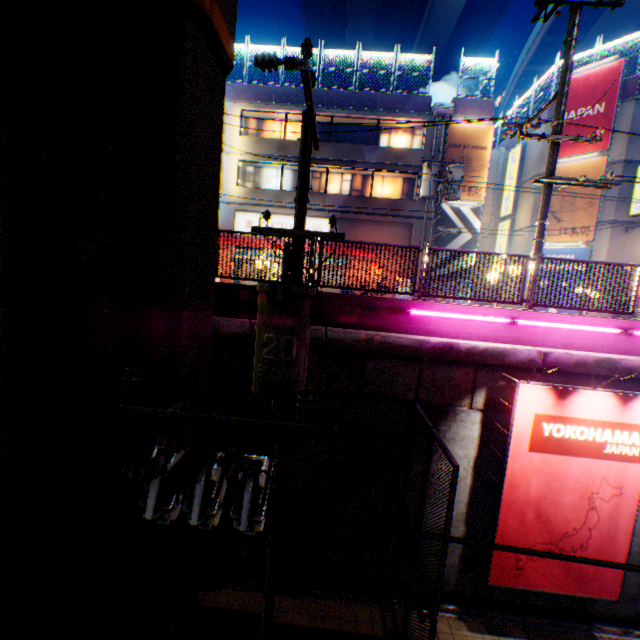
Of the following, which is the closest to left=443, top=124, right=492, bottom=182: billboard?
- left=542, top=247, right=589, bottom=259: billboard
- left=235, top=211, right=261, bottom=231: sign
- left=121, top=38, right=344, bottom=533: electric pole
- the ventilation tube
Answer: the ventilation tube

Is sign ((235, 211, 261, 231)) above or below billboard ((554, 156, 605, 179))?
below

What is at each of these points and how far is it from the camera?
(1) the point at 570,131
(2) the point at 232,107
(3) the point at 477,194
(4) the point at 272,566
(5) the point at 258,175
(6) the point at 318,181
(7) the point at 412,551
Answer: (1) billboard, 17.6m
(2) building, 19.5m
(3) billboard, 19.1m
(4) electric pole, 6.1m
(5) window glass, 20.9m
(6) window glass, 20.7m
(7) metal fence, 5.9m

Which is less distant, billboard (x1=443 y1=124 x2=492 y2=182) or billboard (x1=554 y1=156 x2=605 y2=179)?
billboard (x1=554 y1=156 x2=605 y2=179)

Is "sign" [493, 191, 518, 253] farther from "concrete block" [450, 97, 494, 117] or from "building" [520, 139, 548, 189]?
"concrete block" [450, 97, 494, 117]

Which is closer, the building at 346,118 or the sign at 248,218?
the building at 346,118

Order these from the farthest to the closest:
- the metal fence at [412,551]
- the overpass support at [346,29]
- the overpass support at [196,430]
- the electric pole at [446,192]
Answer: the overpass support at [346,29], the electric pole at [446,192], the overpass support at [196,430], the metal fence at [412,551]

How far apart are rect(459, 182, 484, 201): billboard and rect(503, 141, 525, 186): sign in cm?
315
